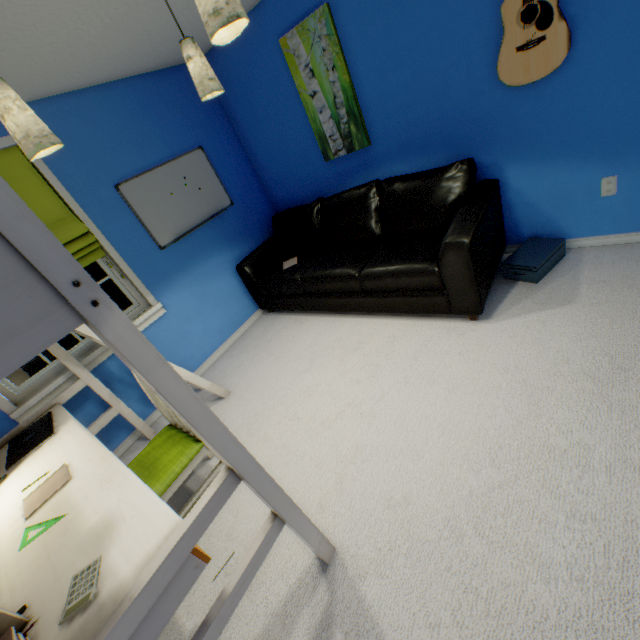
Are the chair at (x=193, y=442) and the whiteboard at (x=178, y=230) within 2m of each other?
yes

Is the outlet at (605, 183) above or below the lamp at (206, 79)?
below

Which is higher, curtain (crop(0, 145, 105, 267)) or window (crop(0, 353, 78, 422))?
curtain (crop(0, 145, 105, 267))

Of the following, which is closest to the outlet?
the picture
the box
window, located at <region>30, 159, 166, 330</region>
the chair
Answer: the box

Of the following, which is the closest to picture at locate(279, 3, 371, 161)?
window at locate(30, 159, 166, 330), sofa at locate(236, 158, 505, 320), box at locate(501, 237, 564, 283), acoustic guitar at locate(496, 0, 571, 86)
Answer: sofa at locate(236, 158, 505, 320)

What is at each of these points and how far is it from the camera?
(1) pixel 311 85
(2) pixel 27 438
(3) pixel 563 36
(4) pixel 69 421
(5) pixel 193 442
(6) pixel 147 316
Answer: (1) picture, 2.8 meters
(2) laptop, 2.0 meters
(3) acoustic guitar, 1.8 meters
(4) loft bed, 2.0 meters
(5) chair, 1.8 meters
(6) window, 2.9 meters

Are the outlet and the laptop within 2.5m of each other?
no

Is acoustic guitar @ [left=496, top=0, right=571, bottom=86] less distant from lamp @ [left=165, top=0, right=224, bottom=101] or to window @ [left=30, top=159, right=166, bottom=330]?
lamp @ [left=165, top=0, right=224, bottom=101]
